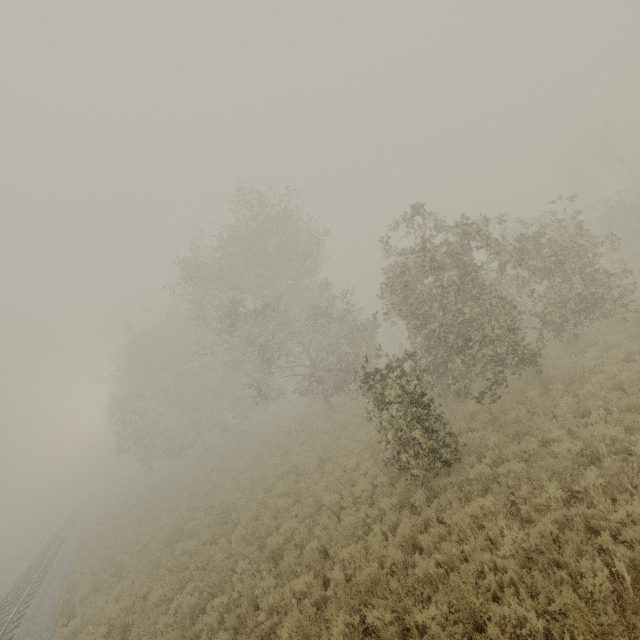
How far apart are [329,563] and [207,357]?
31.3 meters
